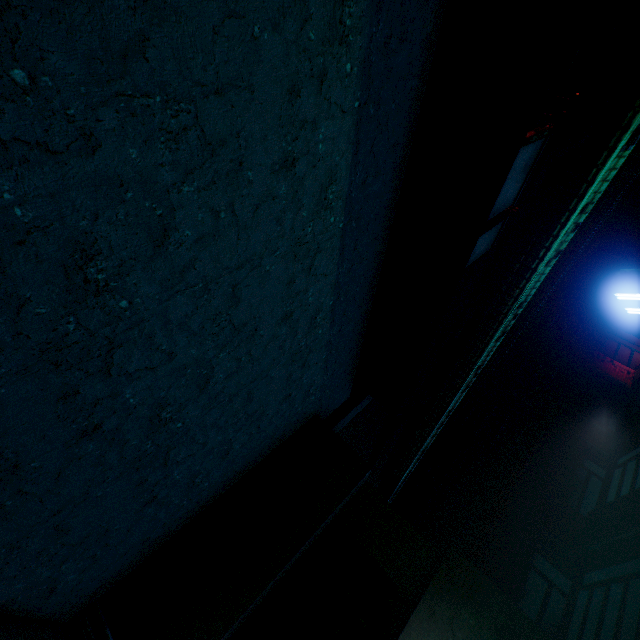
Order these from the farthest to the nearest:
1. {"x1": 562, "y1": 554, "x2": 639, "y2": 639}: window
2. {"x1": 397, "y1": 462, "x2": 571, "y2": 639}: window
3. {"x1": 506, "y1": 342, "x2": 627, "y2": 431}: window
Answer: {"x1": 506, "y1": 342, "x2": 627, "y2": 431}: window, {"x1": 397, "y1": 462, "x2": 571, "y2": 639}: window, {"x1": 562, "y1": 554, "x2": 639, "y2": 639}: window

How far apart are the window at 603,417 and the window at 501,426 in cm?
138

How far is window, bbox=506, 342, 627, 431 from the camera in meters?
→ 9.0 m

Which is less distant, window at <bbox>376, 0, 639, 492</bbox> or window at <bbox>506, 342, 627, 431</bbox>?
window at <bbox>376, 0, 639, 492</bbox>

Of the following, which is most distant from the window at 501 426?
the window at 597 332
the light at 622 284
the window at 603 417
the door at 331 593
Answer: the light at 622 284

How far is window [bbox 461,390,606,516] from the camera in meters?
7.4

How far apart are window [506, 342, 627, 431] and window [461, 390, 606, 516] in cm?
138

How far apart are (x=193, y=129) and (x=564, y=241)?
2.5 meters
